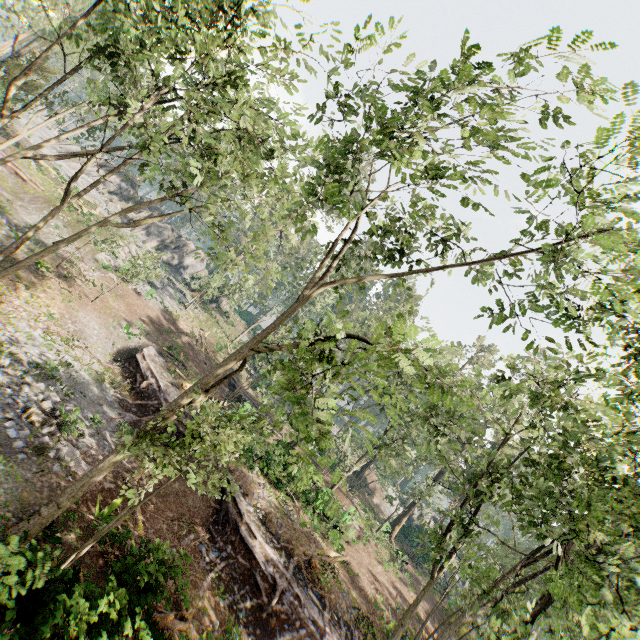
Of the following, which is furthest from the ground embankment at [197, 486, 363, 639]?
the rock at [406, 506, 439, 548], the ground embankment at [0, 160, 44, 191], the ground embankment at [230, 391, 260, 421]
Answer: the rock at [406, 506, 439, 548]

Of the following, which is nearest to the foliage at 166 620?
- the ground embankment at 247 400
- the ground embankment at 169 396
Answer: the ground embankment at 247 400

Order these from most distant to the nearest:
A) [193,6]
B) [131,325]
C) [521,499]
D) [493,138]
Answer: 1. [131,325]
2. [521,499]
3. [193,6]
4. [493,138]

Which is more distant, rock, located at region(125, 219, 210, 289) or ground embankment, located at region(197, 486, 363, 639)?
rock, located at region(125, 219, 210, 289)

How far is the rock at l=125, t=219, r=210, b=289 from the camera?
45.5 meters

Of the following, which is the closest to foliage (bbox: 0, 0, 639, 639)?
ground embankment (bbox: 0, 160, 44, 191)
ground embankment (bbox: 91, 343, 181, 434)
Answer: ground embankment (bbox: 0, 160, 44, 191)

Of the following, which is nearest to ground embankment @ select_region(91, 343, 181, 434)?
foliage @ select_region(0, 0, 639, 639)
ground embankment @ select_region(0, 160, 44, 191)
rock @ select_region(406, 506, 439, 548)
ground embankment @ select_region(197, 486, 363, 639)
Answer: ground embankment @ select_region(197, 486, 363, 639)

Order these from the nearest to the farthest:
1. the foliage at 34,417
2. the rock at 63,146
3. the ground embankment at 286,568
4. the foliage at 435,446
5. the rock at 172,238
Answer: the foliage at 435,446, the foliage at 34,417, the ground embankment at 286,568, the rock at 172,238, the rock at 63,146
